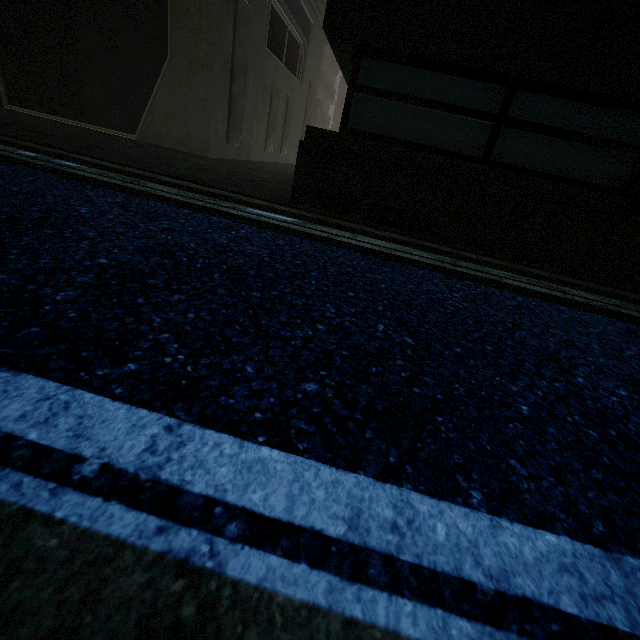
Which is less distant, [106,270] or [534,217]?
[106,270]
